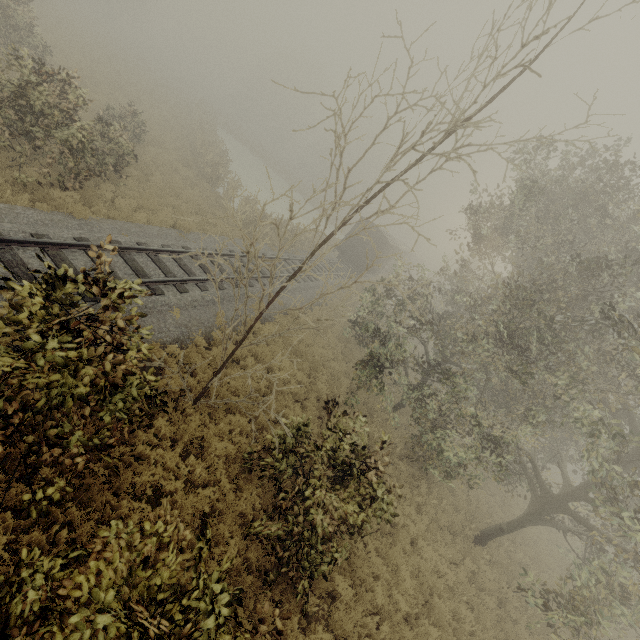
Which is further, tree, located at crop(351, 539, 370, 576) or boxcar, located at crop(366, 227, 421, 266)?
boxcar, located at crop(366, 227, 421, 266)

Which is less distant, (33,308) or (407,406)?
(33,308)

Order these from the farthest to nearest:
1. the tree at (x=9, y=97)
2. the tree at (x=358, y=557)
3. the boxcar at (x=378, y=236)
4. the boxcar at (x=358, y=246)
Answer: the boxcar at (x=358, y=246)
the boxcar at (x=378, y=236)
the tree at (x=358, y=557)
the tree at (x=9, y=97)

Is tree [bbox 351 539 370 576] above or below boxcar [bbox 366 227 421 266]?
below

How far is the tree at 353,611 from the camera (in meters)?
7.05

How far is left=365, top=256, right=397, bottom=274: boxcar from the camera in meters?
30.3

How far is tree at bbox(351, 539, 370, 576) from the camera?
8.0 meters

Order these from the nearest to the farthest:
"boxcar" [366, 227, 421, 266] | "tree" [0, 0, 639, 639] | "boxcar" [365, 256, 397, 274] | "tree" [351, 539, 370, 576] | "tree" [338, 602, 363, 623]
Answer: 1. "tree" [0, 0, 639, 639]
2. "tree" [338, 602, 363, 623]
3. "tree" [351, 539, 370, 576]
4. "boxcar" [366, 227, 421, 266]
5. "boxcar" [365, 256, 397, 274]
